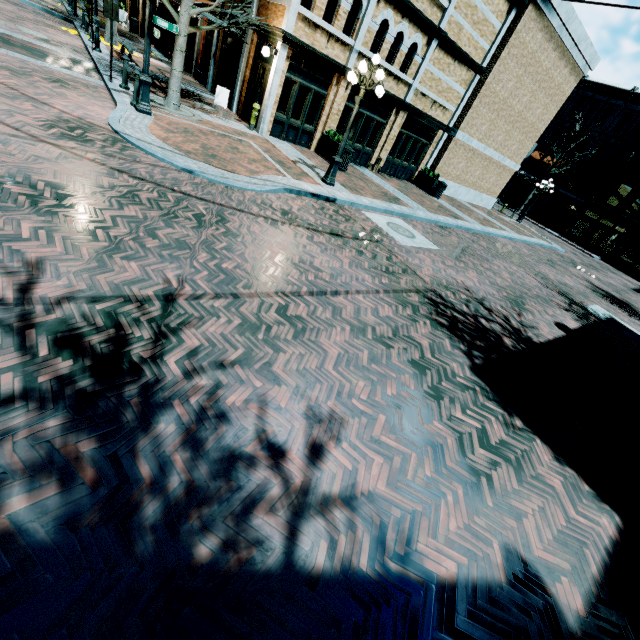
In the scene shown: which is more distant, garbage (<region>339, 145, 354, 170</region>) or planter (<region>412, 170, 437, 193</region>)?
planter (<region>412, 170, 437, 193</region>)

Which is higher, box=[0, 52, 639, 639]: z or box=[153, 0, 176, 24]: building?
box=[153, 0, 176, 24]: building

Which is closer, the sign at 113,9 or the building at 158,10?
the sign at 113,9

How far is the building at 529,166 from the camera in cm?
3859

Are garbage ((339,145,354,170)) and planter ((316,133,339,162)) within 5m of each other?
yes

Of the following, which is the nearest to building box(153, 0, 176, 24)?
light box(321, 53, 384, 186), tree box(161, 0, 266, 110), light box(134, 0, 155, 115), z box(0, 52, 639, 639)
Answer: z box(0, 52, 639, 639)

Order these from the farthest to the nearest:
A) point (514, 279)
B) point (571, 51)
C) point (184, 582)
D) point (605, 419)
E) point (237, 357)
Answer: point (571, 51)
point (514, 279)
point (605, 419)
point (237, 357)
point (184, 582)

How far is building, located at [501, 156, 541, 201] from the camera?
38.6 meters
